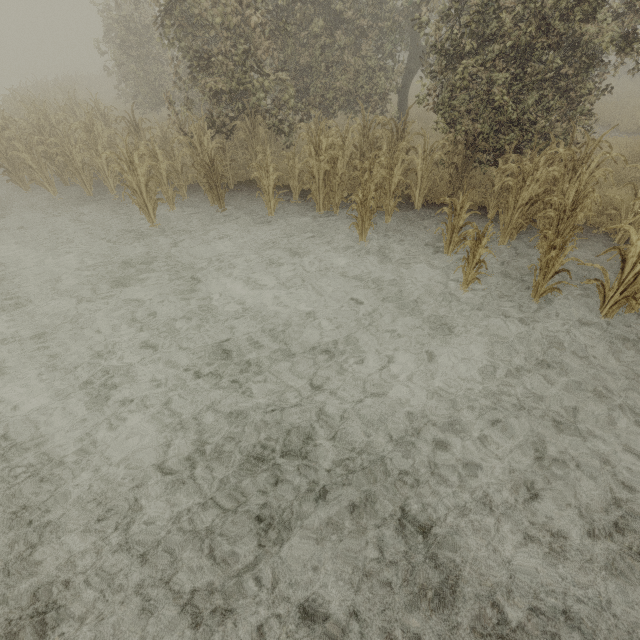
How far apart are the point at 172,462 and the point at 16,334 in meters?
3.8 m
